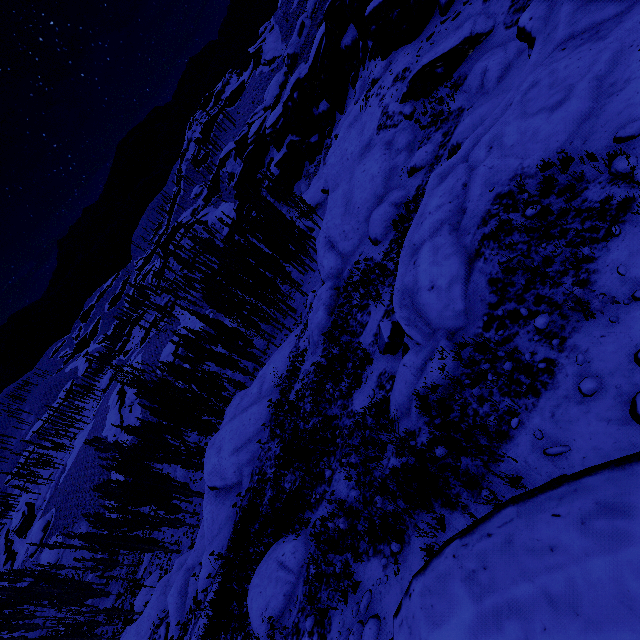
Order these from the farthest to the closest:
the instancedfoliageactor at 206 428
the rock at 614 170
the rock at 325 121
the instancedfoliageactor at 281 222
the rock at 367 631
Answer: the instancedfoliageactor at 281 222
the instancedfoliageactor at 206 428
the rock at 325 121
the rock at 367 631
the rock at 614 170

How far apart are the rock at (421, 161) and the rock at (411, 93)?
2.9m

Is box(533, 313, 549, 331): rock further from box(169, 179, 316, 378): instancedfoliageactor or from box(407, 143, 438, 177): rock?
box(407, 143, 438, 177): rock

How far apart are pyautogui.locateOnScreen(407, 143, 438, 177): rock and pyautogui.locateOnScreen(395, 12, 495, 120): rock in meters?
2.9 m

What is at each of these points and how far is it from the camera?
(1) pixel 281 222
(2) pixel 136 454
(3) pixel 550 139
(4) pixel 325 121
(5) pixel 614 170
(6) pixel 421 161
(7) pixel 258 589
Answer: (1) instancedfoliageactor, 36.4m
(2) instancedfoliageactor, 59.0m
(3) rock, 7.2m
(4) rock, 51.0m
(5) rock, 5.9m
(6) rock, 16.8m
(7) rock, 10.5m

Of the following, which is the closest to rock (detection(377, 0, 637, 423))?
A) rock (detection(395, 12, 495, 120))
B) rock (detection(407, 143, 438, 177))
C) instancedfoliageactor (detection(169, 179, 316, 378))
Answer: instancedfoliageactor (detection(169, 179, 316, 378))

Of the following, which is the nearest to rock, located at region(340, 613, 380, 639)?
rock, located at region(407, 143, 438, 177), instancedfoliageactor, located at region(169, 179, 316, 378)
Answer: instancedfoliageactor, located at region(169, 179, 316, 378)
